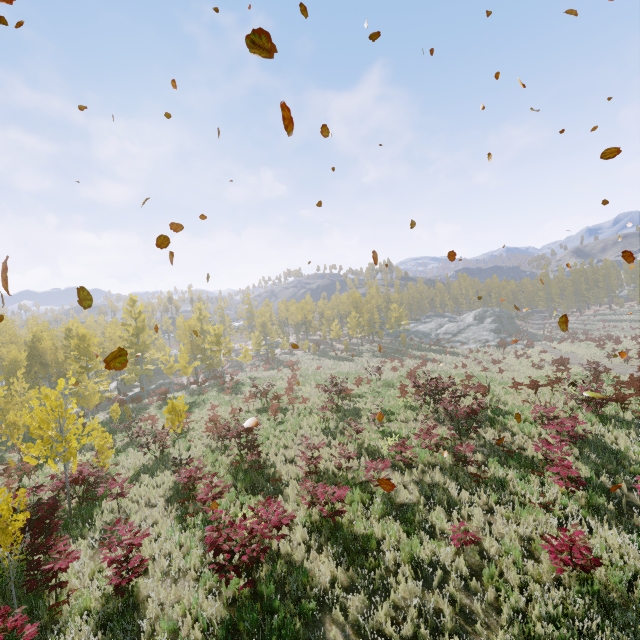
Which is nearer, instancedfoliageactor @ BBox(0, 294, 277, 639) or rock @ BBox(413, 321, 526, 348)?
instancedfoliageactor @ BBox(0, 294, 277, 639)

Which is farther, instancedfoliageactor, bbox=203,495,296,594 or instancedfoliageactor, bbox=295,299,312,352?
instancedfoliageactor, bbox=295,299,312,352

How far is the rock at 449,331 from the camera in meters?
46.2 m

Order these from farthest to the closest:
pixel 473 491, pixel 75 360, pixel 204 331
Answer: pixel 204 331, pixel 75 360, pixel 473 491

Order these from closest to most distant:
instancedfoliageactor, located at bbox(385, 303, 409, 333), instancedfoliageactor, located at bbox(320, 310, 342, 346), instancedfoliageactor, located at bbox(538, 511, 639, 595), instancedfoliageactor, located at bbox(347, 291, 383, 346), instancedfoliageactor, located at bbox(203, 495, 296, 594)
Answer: instancedfoliageactor, located at bbox(538, 511, 639, 595)
instancedfoliageactor, located at bbox(203, 495, 296, 594)
instancedfoliageactor, located at bbox(347, 291, 383, 346)
instancedfoliageactor, located at bbox(385, 303, 409, 333)
instancedfoliageactor, located at bbox(320, 310, 342, 346)

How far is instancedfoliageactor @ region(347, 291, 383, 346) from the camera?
50.6 meters

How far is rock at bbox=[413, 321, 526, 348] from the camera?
46.16m

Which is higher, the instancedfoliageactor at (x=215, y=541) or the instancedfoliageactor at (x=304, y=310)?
the instancedfoliageactor at (x=304, y=310)
